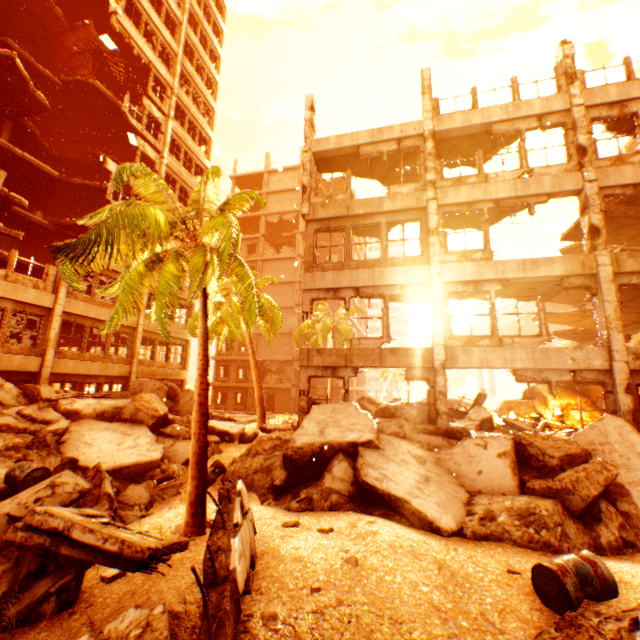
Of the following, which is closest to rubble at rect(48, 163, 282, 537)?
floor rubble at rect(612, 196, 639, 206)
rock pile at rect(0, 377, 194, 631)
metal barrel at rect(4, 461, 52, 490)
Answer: rock pile at rect(0, 377, 194, 631)

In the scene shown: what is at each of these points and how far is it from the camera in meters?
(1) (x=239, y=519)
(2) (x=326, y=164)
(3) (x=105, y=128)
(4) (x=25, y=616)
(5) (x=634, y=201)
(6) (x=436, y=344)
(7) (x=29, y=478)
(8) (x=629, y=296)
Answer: (1) floor rubble, 4.3
(2) floor rubble, 14.8
(3) floor rubble, 24.1
(4) rock pile, 4.2
(5) floor rubble, 11.7
(6) pillar, 10.9
(7) metal barrel, 6.6
(8) floor rubble, 13.2

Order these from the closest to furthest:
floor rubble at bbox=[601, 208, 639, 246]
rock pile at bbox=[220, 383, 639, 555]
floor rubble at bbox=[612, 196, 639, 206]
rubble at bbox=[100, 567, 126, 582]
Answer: rubble at bbox=[100, 567, 126, 582] → rock pile at bbox=[220, 383, 639, 555] → floor rubble at bbox=[612, 196, 639, 206] → floor rubble at bbox=[601, 208, 639, 246]

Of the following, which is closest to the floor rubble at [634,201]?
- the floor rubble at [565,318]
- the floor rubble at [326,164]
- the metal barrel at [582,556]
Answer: the floor rubble at [565,318]

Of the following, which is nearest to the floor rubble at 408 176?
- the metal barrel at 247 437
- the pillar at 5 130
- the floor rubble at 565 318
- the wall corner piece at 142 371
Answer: the floor rubble at 565 318

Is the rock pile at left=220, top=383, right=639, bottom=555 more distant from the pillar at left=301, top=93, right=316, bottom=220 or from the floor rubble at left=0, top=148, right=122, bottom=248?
the floor rubble at left=0, top=148, right=122, bottom=248

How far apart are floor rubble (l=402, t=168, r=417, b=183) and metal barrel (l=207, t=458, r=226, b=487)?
12.8m

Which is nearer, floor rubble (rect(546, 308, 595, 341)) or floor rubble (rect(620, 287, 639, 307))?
floor rubble (rect(620, 287, 639, 307))
